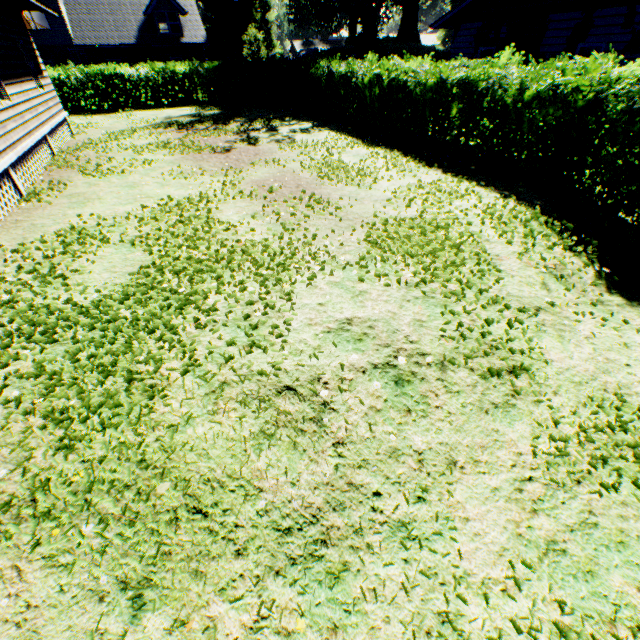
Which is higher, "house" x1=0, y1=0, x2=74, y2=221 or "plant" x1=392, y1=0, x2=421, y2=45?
"plant" x1=392, y1=0, x2=421, y2=45

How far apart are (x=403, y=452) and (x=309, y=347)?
1.54m

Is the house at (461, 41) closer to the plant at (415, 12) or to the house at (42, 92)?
the plant at (415, 12)

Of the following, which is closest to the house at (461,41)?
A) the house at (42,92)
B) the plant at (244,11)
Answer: the plant at (244,11)

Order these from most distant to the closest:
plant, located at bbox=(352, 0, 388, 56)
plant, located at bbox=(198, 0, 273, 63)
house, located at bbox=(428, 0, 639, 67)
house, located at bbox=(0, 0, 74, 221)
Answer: plant, located at bbox=(198, 0, 273, 63) < plant, located at bbox=(352, 0, 388, 56) < house, located at bbox=(428, 0, 639, 67) < house, located at bbox=(0, 0, 74, 221)

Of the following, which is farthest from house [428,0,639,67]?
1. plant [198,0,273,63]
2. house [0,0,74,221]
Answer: house [0,0,74,221]

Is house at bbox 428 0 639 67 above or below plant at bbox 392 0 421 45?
below
